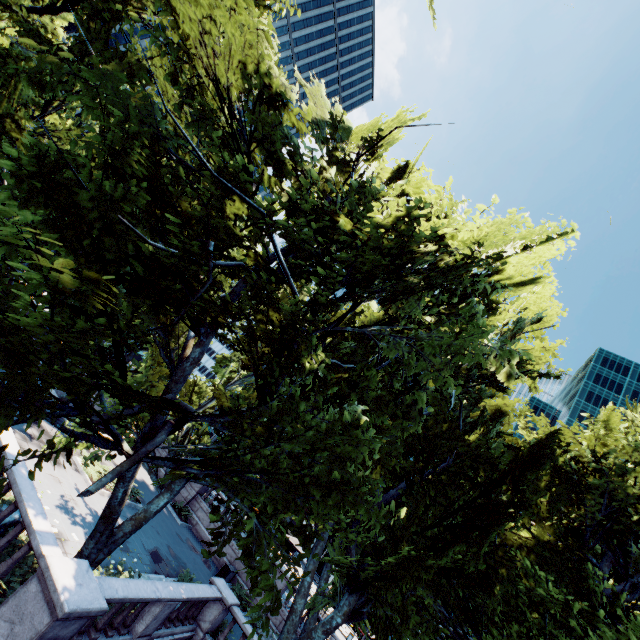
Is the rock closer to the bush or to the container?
the bush

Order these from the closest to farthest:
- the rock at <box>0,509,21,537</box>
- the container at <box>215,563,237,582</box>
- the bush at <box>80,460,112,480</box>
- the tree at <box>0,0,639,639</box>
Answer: the tree at <box>0,0,639,639</box> < the rock at <box>0,509,21,537</box> < the bush at <box>80,460,112,480</box> < the container at <box>215,563,237,582</box>

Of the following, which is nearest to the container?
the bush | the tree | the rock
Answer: the tree

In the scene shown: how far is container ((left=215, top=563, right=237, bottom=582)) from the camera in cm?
2158

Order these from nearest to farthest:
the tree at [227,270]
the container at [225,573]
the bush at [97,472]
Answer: the tree at [227,270] < the bush at [97,472] < the container at [225,573]

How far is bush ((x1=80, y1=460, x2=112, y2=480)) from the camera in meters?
16.9

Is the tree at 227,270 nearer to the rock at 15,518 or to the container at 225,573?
the rock at 15,518

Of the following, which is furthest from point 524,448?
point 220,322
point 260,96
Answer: point 260,96
